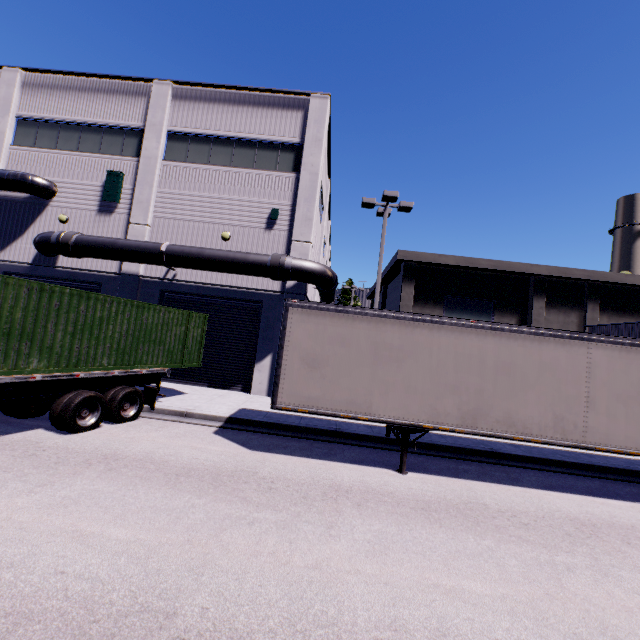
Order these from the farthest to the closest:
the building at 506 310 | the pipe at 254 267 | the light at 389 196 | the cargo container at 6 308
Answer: the building at 506 310, the light at 389 196, the pipe at 254 267, the cargo container at 6 308

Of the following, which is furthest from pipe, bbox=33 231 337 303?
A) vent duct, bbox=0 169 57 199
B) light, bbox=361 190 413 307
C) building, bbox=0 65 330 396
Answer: vent duct, bbox=0 169 57 199

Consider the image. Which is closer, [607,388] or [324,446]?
[607,388]

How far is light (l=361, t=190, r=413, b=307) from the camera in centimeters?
1458cm

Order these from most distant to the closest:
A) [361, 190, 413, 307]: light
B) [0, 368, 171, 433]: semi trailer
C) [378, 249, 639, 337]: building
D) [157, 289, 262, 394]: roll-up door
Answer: [378, 249, 639, 337]: building, [157, 289, 262, 394]: roll-up door, [361, 190, 413, 307]: light, [0, 368, 171, 433]: semi trailer

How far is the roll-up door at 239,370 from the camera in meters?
15.3

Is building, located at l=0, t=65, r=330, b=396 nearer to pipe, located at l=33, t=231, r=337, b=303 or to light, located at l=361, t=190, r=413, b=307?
pipe, located at l=33, t=231, r=337, b=303

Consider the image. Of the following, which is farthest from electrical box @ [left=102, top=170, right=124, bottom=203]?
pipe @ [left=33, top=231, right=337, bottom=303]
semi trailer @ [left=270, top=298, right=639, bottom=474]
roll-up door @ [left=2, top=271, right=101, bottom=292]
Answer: semi trailer @ [left=270, top=298, right=639, bottom=474]
